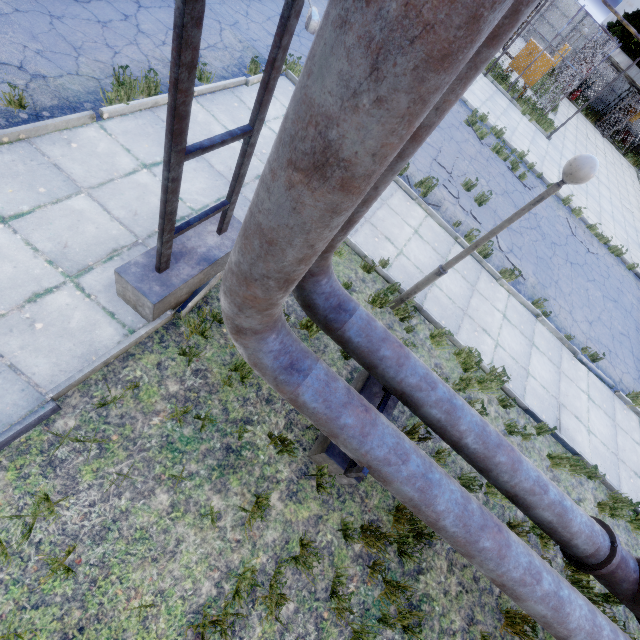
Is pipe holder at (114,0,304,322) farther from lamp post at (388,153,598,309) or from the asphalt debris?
the asphalt debris

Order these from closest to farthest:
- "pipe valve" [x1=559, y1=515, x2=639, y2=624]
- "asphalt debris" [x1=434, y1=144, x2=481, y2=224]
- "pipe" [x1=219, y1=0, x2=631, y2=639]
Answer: "pipe" [x1=219, y1=0, x2=631, y2=639] < "pipe valve" [x1=559, y1=515, x2=639, y2=624] < "asphalt debris" [x1=434, y1=144, x2=481, y2=224]

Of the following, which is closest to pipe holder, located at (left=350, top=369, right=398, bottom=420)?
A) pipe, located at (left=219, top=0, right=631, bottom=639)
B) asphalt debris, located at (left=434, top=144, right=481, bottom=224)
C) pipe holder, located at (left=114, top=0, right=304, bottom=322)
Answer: pipe, located at (left=219, top=0, right=631, bottom=639)

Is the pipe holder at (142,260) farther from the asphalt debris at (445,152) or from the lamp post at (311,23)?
the lamp post at (311,23)

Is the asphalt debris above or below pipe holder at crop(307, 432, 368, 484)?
below

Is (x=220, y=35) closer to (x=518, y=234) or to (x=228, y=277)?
(x=228, y=277)

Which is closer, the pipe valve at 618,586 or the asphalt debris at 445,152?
the pipe valve at 618,586

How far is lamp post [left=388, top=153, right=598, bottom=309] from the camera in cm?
341
